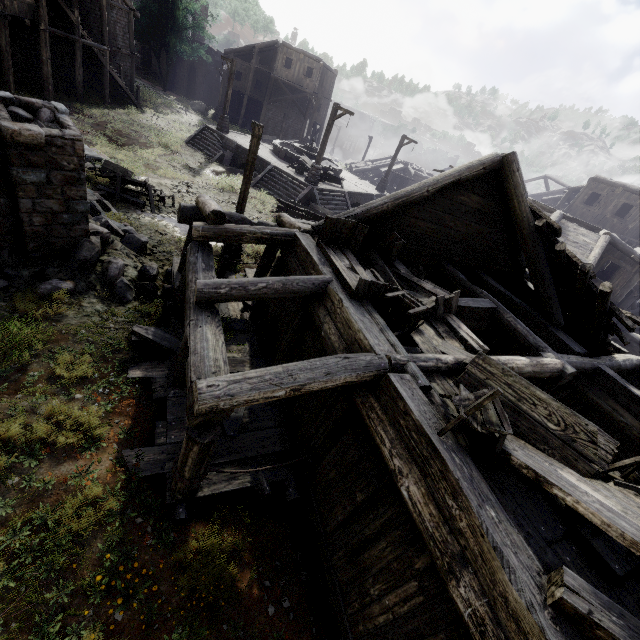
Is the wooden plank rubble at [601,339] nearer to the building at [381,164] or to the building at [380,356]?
the building at [380,356]

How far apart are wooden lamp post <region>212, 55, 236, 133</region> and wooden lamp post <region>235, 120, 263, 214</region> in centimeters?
1636cm

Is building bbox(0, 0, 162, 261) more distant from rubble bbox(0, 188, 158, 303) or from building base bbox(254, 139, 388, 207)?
building base bbox(254, 139, 388, 207)

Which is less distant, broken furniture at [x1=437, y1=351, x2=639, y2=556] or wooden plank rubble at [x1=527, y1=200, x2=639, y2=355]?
broken furniture at [x1=437, y1=351, x2=639, y2=556]

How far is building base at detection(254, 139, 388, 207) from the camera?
21.7m

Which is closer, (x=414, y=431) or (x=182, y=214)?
(x=414, y=431)

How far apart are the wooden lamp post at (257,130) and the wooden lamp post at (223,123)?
16.4m

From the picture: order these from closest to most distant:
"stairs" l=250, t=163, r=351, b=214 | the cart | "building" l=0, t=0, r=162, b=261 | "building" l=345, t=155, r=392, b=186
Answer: "building" l=0, t=0, r=162, b=261 → the cart → "stairs" l=250, t=163, r=351, b=214 → "building" l=345, t=155, r=392, b=186
